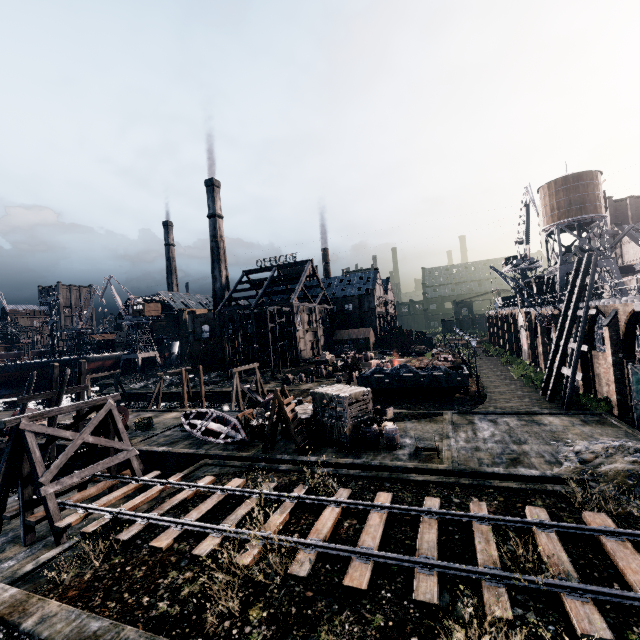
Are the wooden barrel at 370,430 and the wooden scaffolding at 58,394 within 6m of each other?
no

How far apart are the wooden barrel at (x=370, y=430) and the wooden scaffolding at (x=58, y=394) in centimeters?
2223cm

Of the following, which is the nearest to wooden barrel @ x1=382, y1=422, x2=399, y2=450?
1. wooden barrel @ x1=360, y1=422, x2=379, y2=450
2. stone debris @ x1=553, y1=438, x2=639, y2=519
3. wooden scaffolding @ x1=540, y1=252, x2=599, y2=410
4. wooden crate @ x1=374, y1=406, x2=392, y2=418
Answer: wooden barrel @ x1=360, y1=422, x2=379, y2=450

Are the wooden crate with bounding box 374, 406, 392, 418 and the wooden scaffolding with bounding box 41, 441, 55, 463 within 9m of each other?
no

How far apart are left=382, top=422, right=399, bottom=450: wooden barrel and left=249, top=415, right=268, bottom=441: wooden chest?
8.4m

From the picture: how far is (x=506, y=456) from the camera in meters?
17.5 m

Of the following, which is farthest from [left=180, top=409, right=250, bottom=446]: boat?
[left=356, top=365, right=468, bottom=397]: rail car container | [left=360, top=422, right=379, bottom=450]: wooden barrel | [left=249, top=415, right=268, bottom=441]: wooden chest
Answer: [left=356, top=365, right=468, bottom=397]: rail car container

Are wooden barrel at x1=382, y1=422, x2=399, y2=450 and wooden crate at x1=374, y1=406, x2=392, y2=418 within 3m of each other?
yes
